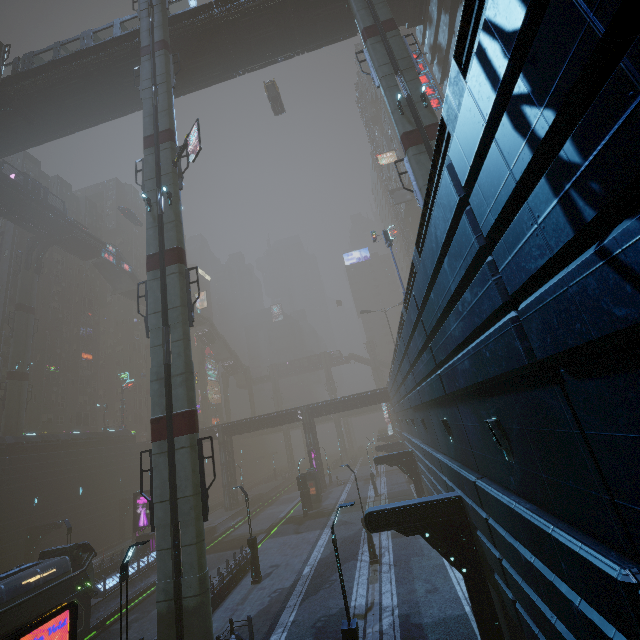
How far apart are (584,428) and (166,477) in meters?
15.6 m

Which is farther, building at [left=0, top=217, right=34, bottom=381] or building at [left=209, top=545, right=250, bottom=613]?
building at [left=0, top=217, right=34, bottom=381]

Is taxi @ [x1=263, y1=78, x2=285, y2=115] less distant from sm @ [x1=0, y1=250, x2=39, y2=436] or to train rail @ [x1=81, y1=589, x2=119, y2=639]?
sm @ [x1=0, y1=250, x2=39, y2=436]

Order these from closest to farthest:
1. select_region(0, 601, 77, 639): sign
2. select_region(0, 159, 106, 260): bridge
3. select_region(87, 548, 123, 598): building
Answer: select_region(0, 601, 77, 639): sign → select_region(87, 548, 123, 598): building → select_region(0, 159, 106, 260): bridge

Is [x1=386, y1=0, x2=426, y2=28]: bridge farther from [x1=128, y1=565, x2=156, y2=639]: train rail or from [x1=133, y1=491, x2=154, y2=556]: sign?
[x1=128, y1=565, x2=156, y2=639]: train rail

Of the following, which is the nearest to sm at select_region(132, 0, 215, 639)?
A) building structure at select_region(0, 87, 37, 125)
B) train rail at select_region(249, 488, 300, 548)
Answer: train rail at select_region(249, 488, 300, 548)

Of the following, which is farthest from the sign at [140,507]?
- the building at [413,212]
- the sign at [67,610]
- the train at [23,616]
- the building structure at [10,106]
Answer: the building structure at [10,106]

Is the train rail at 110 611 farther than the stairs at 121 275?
No
